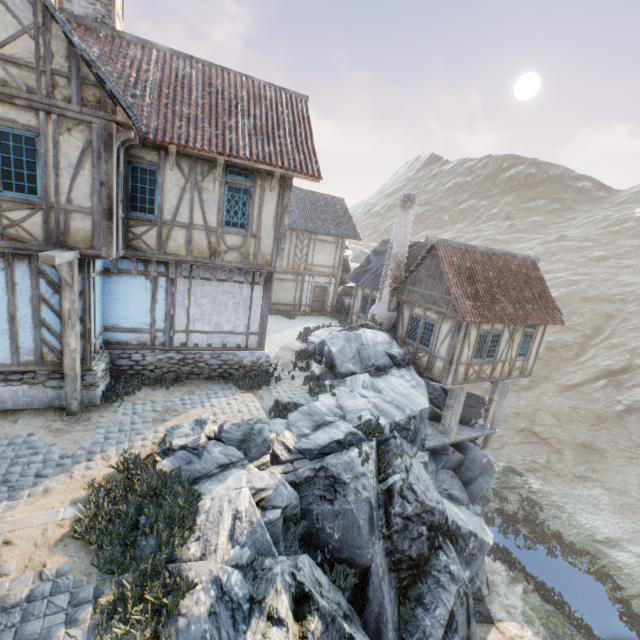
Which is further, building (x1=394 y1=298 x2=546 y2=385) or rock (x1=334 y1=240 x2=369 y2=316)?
rock (x1=334 y1=240 x2=369 y2=316)

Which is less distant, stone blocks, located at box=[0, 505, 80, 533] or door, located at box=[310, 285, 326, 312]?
stone blocks, located at box=[0, 505, 80, 533]

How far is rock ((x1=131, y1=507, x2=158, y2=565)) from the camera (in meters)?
4.92

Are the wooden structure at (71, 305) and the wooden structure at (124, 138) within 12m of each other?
yes

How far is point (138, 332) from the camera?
10.03m

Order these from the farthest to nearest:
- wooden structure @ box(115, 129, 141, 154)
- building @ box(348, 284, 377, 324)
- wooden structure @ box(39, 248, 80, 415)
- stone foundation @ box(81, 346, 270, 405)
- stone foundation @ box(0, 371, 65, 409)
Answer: building @ box(348, 284, 377, 324), stone foundation @ box(81, 346, 270, 405), stone foundation @ box(0, 371, 65, 409), wooden structure @ box(115, 129, 141, 154), wooden structure @ box(39, 248, 80, 415)

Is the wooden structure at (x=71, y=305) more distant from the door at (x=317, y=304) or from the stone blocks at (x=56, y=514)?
the door at (x=317, y=304)

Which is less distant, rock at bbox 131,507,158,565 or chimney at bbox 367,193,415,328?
rock at bbox 131,507,158,565
